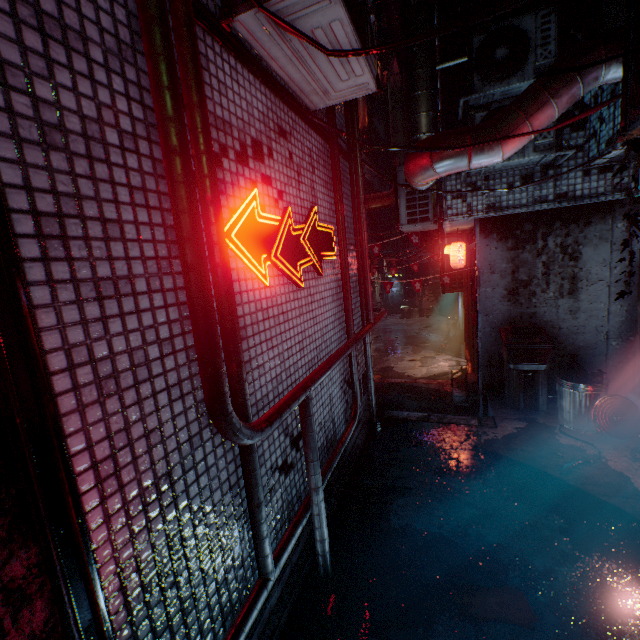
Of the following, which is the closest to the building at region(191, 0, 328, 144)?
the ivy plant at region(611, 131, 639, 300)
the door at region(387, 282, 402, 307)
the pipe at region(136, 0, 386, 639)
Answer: the pipe at region(136, 0, 386, 639)

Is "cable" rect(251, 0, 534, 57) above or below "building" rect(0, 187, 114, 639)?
above

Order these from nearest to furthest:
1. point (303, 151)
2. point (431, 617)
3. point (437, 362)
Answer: point (431, 617)
point (303, 151)
point (437, 362)

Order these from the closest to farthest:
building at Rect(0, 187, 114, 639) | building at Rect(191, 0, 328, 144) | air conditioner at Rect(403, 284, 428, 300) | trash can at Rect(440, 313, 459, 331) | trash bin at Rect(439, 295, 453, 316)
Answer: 1. building at Rect(0, 187, 114, 639)
2. building at Rect(191, 0, 328, 144)
3. trash can at Rect(440, 313, 459, 331)
4. trash bin at Rect(439, 295, 453, 316)
5. air conditioner at Rect(403, 284, 428, 300)

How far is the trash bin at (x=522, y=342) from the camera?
4.1 meters

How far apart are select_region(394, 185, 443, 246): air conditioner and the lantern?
0.5m

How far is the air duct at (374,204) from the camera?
6.6m

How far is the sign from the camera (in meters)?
1.83
